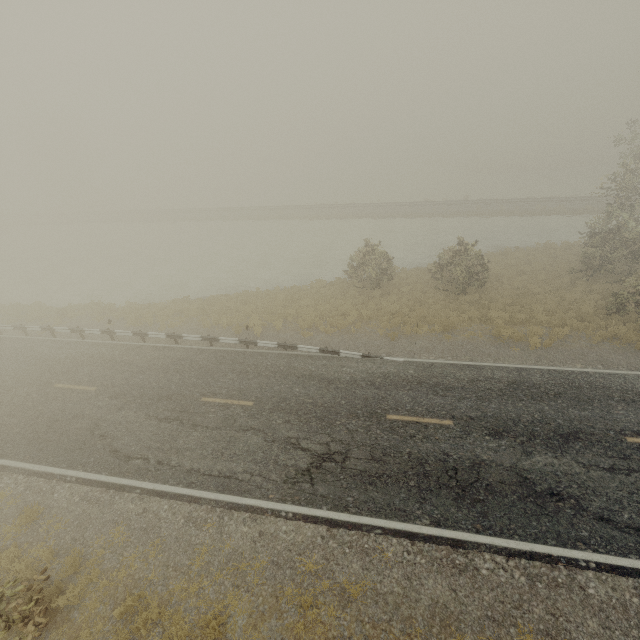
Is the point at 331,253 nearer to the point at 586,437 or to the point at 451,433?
the point at 451,433
